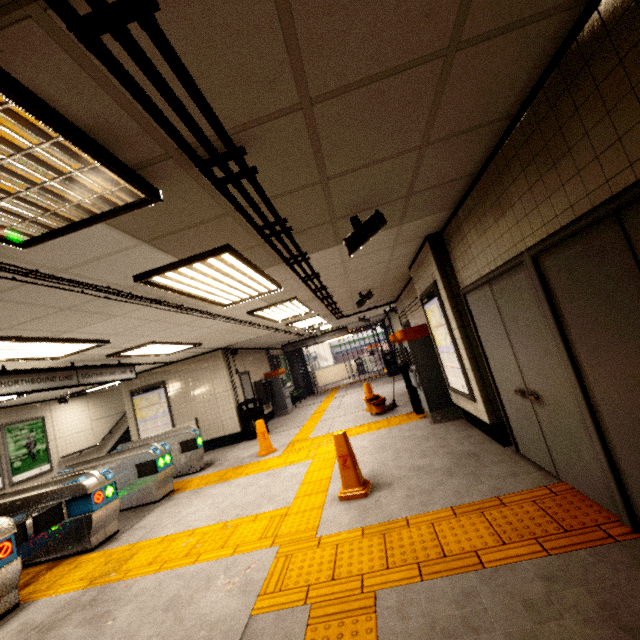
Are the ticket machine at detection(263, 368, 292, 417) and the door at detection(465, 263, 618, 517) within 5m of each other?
no

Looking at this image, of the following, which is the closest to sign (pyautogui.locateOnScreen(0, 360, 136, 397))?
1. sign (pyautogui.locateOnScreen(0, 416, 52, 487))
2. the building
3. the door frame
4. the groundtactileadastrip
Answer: the building

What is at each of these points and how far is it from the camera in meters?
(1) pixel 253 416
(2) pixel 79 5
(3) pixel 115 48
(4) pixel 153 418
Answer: (1) trash can, 9.8
(2) storm drain, 1.0
(3) storm drain, 1.2
(4) sign, 10.2

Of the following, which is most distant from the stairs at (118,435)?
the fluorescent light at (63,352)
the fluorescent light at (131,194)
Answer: the fluorescent light at (131,194)

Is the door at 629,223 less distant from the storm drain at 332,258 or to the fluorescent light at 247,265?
the storm drain at 332,258

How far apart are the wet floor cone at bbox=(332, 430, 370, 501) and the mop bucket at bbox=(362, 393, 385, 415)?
3.88m

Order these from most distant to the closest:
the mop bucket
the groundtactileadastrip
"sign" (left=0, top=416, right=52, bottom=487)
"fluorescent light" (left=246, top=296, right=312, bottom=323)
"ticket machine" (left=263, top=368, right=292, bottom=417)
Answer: "ticket machine" (left=263, top=368, right=292, bottom=417), "sign" (left=0, top=416, right=52, bottom=487), the mop bucket, "fluorescent light" (left=246, top=296, right=312, bottom=323), the groundtactileadastrip

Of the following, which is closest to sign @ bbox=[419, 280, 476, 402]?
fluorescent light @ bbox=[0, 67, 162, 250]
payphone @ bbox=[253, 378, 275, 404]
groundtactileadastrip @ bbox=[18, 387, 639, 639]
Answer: groundtactileadastrip @ bbox=[18, 387, 639, 639]
